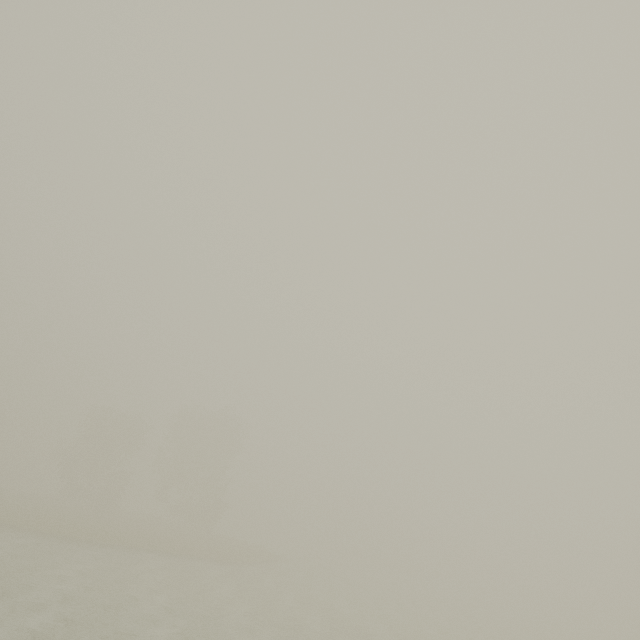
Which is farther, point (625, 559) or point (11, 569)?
point (625, 559)
